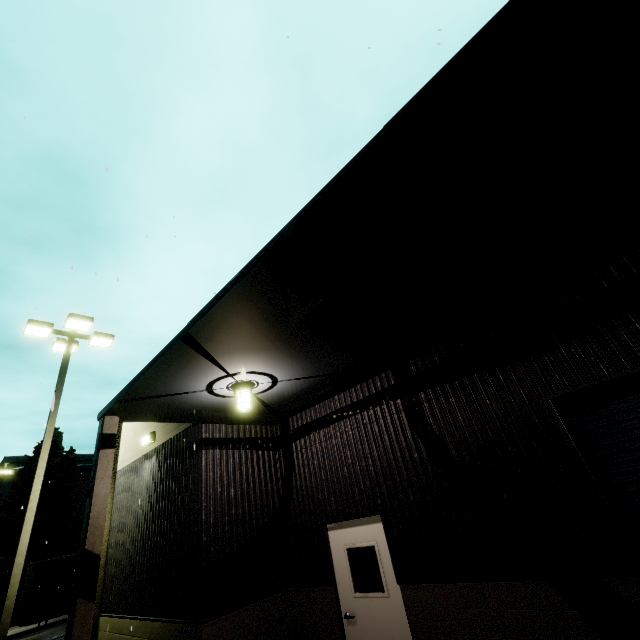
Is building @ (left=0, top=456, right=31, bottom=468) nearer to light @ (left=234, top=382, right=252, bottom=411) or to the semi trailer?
light @ (left=234, top=382, right=252, bottom=411)

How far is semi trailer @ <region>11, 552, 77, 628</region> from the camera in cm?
1549

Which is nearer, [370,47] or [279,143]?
[370,47]

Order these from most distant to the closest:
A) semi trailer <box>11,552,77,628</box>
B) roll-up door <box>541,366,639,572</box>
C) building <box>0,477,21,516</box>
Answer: building <box>0,477,21,516</box> → semi trailer <box>11,552,77,628</box> → roll-up door <box>541,366,639,572</box>

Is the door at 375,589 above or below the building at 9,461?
below

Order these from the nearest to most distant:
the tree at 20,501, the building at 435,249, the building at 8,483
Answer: the building at 435,249 → the tree at 20,501 → the building at 8,483

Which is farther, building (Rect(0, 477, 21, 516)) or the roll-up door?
building (Rect(0, 477, 21, 516))

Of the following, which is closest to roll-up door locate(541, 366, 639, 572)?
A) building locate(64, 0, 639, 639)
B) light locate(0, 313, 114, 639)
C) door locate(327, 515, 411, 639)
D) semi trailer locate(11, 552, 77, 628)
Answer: building locate(64, 0, 639, 639)
